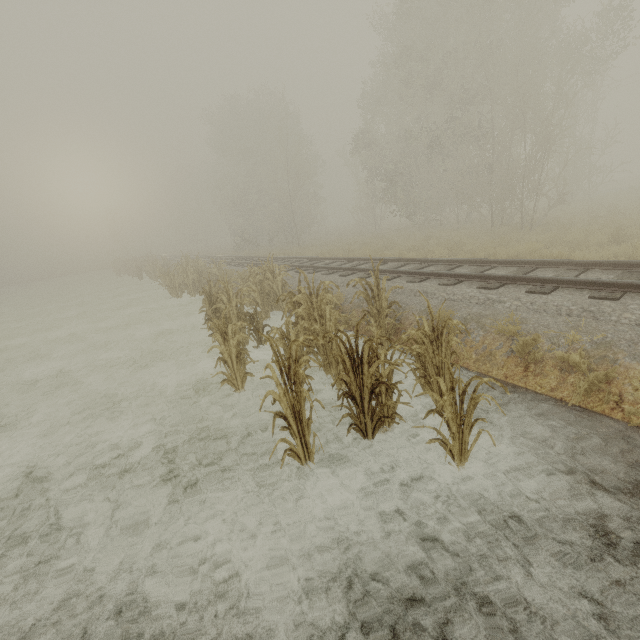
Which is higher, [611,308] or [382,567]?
[611,308]
